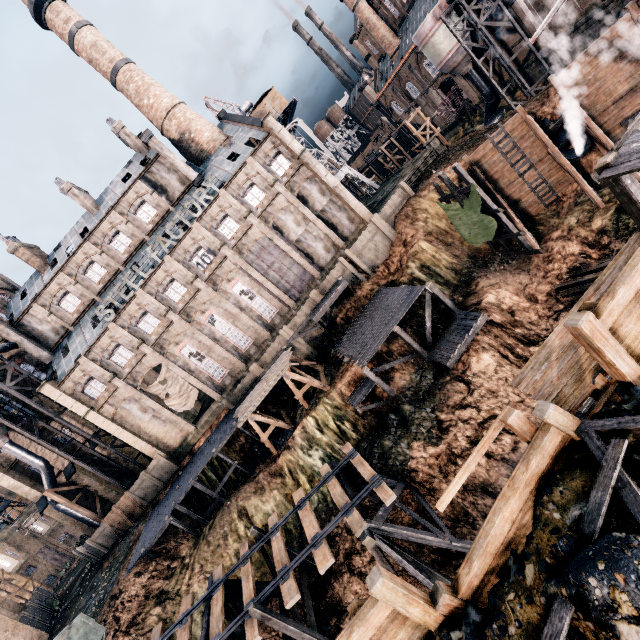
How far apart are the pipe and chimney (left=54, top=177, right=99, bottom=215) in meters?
46.3

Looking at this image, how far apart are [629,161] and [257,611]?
19.80m

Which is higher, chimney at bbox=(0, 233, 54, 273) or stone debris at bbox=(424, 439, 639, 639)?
chimney at bbox=(0, 233, 54, 273)

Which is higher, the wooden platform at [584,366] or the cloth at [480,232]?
the wooden platform at [584,366]

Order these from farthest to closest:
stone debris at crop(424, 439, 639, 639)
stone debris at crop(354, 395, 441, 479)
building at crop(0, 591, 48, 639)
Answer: building at crop(0, 591, 48, 639) → stone debris at crop(354, 395, 441, 479) → stone debris at crop(424, 439, 639, 639)

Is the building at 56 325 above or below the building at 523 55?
above

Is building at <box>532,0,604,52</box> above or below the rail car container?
below

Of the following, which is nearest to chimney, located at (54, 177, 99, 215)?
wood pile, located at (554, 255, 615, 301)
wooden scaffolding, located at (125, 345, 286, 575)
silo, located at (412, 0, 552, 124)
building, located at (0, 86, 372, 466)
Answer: building, located at (0, 86, 372, 466)
